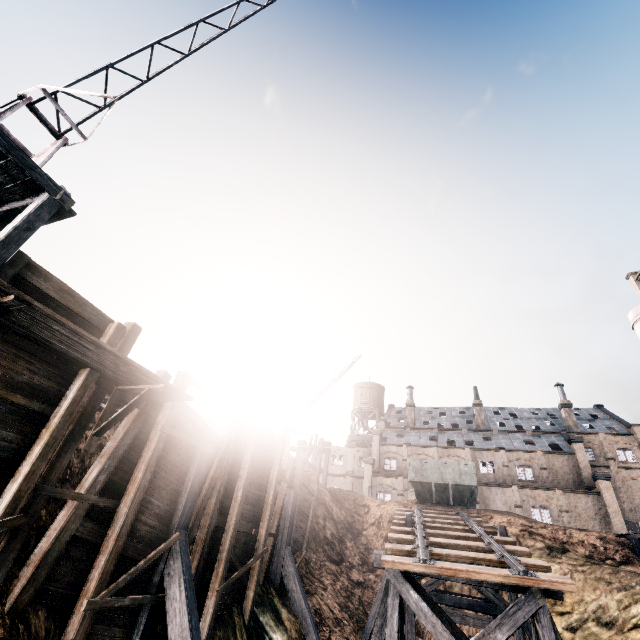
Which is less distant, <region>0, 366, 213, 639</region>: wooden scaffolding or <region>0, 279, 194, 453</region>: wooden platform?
<region>0, 279, 194, 453</region>: wooden platform

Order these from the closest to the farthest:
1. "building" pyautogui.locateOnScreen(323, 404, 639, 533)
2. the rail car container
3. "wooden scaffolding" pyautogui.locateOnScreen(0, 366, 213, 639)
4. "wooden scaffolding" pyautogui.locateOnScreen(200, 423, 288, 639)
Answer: "wooden scaffolding" pyautogui.locateOnScreen(0, 366, 213, 639) → "wooden scaffolding" pyautogui.locateOnScreen(200, 423, 288, 639) → the rail car container → "building" pyautogui.locateOnScreen(323, 404, 639, 533)

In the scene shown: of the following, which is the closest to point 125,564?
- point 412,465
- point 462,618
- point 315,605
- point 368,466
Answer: point 315,605

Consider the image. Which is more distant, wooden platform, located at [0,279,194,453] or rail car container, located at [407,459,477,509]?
rail car container, located at [407,459,477,509]

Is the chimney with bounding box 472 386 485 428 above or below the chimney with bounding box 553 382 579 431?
above

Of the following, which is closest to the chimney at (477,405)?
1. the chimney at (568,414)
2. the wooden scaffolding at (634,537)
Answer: the chimney at (568,414)

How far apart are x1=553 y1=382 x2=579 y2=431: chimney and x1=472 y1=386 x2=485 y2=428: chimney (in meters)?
10.78

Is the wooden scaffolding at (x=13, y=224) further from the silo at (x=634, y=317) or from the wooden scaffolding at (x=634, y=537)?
the silo at (x=634, y=317)
